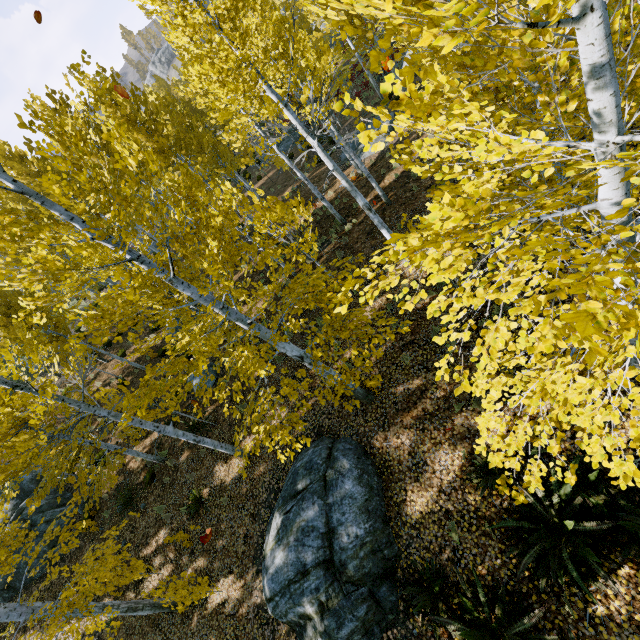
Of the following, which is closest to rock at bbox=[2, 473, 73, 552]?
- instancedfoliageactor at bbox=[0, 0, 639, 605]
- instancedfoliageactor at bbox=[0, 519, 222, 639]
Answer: instancedfoliageactor at bbox=[0, 0, 639, 605]

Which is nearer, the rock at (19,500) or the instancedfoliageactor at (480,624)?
the instancedfoliageactor at (480,624)

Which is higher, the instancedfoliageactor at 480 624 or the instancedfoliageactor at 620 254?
the instancedfoliageactor at 620 254

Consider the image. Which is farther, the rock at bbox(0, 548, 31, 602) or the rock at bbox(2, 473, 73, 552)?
the rock at bbox(2, 473, 73, 552)

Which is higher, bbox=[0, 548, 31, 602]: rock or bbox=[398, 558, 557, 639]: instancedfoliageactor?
bbox=[0, 548, 31, 602]: rock

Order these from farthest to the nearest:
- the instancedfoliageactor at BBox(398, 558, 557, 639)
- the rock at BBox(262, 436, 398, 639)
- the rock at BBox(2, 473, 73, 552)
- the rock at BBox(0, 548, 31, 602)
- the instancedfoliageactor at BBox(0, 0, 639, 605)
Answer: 1. the rock at BBox(2, 473, 73, 552)
2. the rock at BBox(0, 548, 31, 602)
3. the rock at BBox(262, 436, 398, 639)
4. the instancedfoliageactor at BBox(398, 558, 557, 639)
5. the instancedfoliageactor at BBox(0, 0, 639, 605)

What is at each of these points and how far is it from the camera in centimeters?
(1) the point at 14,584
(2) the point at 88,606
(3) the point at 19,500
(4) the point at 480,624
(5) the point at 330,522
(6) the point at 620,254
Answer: (1) rock, 1298cm
(2) instancedfoliageactor, 657cm
(3) rock, 1529cm
(4) instancedfoliageactor, 482cm
(5) rock, 668cm
(6) instancedfoliageactor, 153cm

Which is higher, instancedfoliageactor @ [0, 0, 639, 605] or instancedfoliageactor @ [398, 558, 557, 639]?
instancedfoliageactor @ [0, 0, 639, 605]
